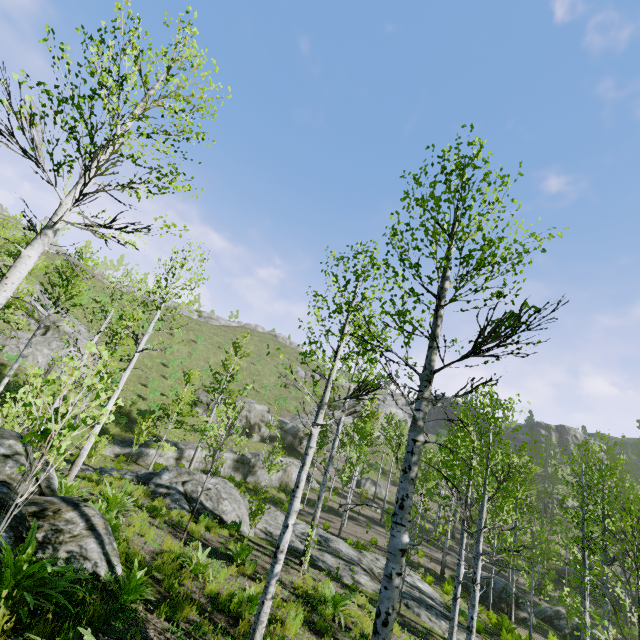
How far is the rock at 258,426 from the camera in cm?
3791

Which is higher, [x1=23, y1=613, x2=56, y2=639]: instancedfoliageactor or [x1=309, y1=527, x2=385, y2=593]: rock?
[x1=23, y1=613, x2=56, y2=639]: instancedfoliageactor

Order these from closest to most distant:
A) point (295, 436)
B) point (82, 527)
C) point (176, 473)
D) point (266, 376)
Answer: point (82, 527), point (176, 473), point (295, 436), point (266, 376)

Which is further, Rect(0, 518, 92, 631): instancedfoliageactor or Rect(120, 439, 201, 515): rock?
Rect(120, 439, 201, 515): rock

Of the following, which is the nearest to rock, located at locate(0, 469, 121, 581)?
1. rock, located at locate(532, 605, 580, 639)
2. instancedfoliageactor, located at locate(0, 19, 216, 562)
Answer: instancedfoliageactor, located at locate(0, 19, 216, 562)

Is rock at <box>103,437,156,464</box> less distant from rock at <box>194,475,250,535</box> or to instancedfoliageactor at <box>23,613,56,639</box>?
instancedfoliageactor at <box>23,613,56,639</box>

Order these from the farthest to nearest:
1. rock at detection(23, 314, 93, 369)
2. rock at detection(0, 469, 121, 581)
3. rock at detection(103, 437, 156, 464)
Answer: rock at detection(23, 314, 93, 369) < rock at detection(103, 437, 156, 464) < rock at detection(0, 469, 121, 581)

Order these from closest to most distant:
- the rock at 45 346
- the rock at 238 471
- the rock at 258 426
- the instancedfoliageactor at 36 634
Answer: the instancedfoliageactor at 36 634 → the rock at 45 346 → the rock at 238 471 → the rock at 258 426
